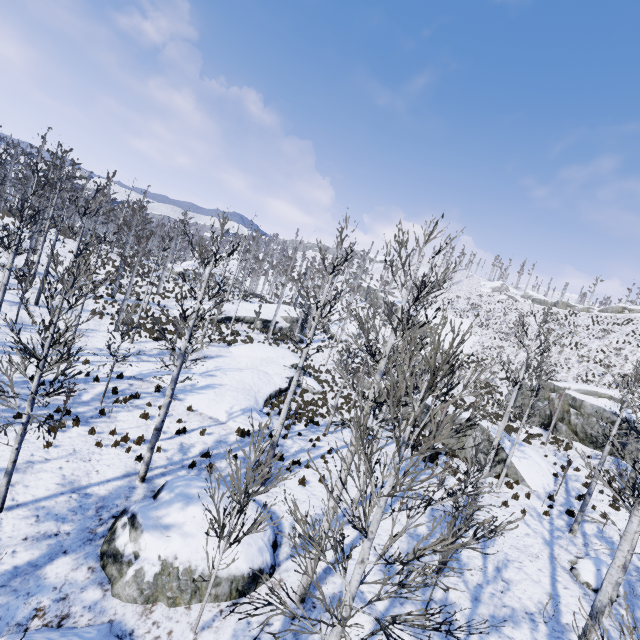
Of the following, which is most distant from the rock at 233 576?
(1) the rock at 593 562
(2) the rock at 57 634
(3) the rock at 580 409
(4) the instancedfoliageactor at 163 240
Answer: (3) the rock at 580 409

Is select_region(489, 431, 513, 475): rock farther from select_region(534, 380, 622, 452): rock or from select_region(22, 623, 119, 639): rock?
select_region(22, 623, 119, 639): rock

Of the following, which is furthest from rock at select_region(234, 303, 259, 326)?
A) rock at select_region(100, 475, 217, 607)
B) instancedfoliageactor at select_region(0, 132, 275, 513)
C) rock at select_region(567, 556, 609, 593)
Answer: rock at select_region(567, 556, 609, 593)

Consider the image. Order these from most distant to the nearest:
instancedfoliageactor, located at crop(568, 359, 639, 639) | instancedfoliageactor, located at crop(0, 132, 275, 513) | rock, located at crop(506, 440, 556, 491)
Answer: rock, located at crop(506, 440, 556, 491)
instancedfoliageactor, located at crop(0, 132, 275, 513)
instancedfoliageactor, located at crop(568, 359, 639, 639)

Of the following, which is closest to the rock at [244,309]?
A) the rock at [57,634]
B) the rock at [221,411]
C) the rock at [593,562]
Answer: the rock at [221,411]

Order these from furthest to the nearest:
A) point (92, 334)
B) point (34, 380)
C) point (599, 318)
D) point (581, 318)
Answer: point (581, 318), point (599, 318), point (92, 334), point (34, 380)

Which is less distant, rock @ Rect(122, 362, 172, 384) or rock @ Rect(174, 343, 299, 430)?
rock @ Rect(174, 343, 299, 430)

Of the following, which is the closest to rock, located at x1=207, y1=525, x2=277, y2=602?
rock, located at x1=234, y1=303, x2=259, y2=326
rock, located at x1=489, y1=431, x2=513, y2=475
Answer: rock, located at x1=489, y1=431, x2=513, y2=475
